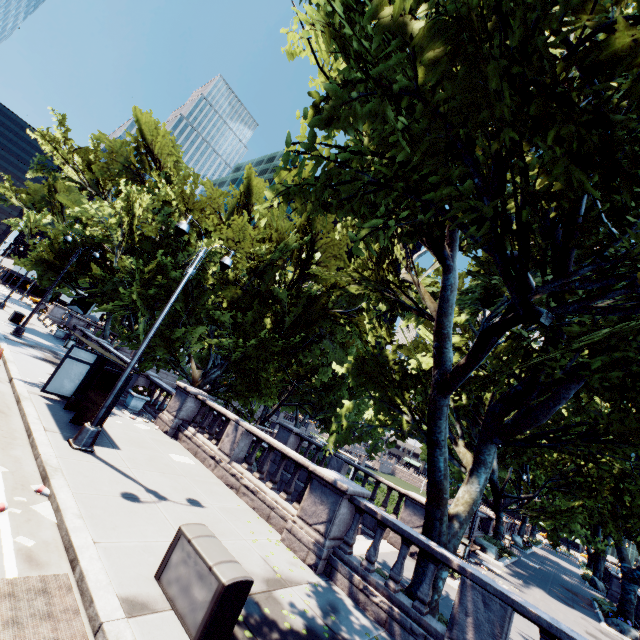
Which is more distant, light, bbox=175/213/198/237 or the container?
light, bbox=175/213/198/237

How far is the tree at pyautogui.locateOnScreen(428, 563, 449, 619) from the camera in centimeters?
792cm

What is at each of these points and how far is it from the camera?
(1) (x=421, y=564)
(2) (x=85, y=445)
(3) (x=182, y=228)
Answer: (1) tree, 8.3m
(2) light, 9.0m
(3) light, 10.1m

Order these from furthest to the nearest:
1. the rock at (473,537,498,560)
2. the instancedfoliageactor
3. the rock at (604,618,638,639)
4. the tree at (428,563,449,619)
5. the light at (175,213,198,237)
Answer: the rock at (473,537,498,560)
the rock at (604,618,638,639)
the light at (175,213,198,237)
the tree at (428,563,449,619)
the instancedfoliageactor

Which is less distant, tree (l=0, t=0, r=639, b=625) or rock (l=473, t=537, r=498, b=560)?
tree (l=0, t=0, r=639, b=625)

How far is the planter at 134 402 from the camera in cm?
1546

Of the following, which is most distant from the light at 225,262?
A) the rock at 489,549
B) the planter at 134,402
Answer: the rock at 489,549

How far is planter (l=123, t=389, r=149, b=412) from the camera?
15.46m
